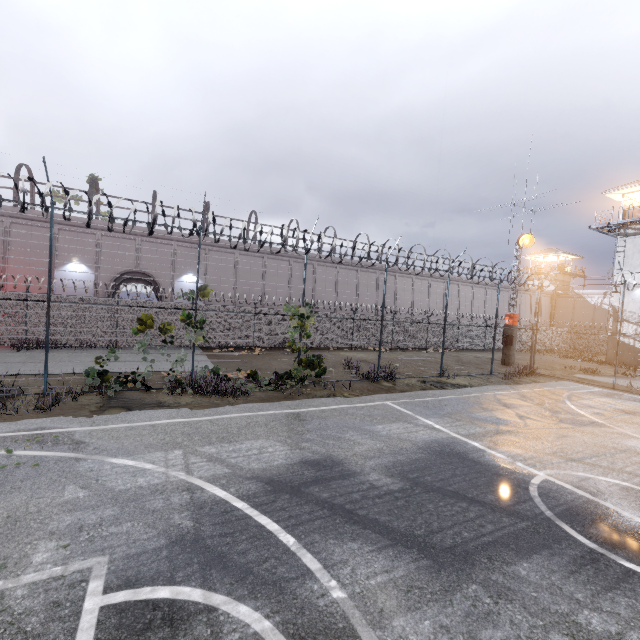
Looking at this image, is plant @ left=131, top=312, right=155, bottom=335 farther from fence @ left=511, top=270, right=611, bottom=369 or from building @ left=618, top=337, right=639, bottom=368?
building @ left=618, top=337, right=639, bottom=368

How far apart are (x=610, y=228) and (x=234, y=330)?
32.41m

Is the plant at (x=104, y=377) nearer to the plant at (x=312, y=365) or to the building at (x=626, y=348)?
the plant at (x=312, y=365)

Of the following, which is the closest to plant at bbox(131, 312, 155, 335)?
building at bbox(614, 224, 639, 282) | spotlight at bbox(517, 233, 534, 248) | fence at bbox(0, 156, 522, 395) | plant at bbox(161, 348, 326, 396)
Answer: fence at bbox(0, 156, 522, 395)

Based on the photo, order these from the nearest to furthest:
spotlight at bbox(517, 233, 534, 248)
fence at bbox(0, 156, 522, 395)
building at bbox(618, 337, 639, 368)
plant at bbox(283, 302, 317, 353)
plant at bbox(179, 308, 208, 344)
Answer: fence at bbox(0, 156, 522, 395)
plant at bbox(179, 308, 208, 344)
plant at bbox(283, 302, 317, 353)
spotlight at bbox(517, 233, 534, 248)
building at bbox(618, 337, 639, 368)

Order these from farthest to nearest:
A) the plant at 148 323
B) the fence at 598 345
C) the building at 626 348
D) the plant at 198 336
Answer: the building at 626 348
the fence at 598 345
the plant at 198 336
the plant at 148 323

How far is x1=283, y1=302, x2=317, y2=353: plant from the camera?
12.5 meters

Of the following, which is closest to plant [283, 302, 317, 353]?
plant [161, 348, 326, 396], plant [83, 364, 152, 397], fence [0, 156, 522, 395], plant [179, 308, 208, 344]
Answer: fence [0, 156, 522, 395]
